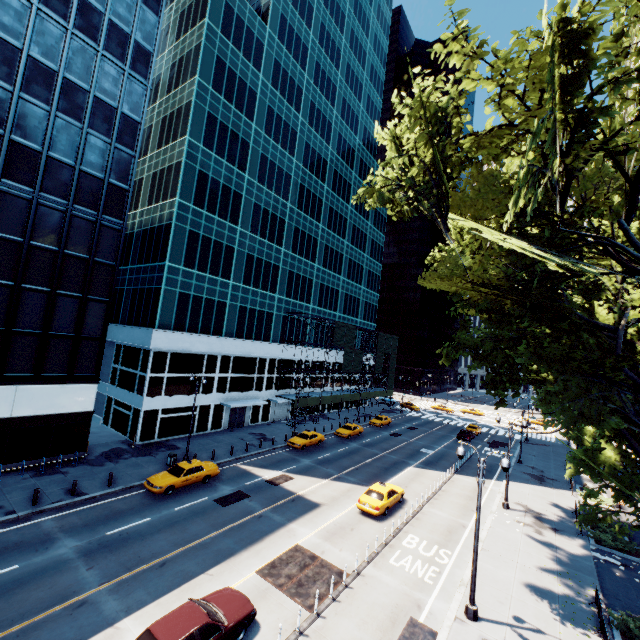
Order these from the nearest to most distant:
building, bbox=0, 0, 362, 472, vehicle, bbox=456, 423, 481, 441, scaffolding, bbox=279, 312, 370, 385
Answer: building, bbox=0, 0, 362, 472
scaffolding, bbox=279, 312, 370, 385
vehicle, bbox=456, 423, 481, 441

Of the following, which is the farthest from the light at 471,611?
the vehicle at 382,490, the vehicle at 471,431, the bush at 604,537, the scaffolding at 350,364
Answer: the scaffolding at 350,364

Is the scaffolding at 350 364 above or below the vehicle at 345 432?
above

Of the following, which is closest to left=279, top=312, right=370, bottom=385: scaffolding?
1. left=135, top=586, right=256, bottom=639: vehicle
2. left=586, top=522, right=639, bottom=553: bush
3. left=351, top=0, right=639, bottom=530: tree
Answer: left=351, top=0, right=639, bottom=530: tree

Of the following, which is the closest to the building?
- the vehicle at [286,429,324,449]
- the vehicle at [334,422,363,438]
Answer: the vehicle at [286,429,324,449]

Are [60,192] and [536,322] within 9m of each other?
no

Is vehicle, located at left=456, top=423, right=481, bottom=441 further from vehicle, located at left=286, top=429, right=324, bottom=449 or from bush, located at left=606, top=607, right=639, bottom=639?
bush, located at left=606, top=607, right=639, bottom=639

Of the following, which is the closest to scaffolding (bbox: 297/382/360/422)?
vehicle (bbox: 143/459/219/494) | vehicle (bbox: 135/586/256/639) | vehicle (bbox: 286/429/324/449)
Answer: vehicle (bbox: 286/429/324/449)
